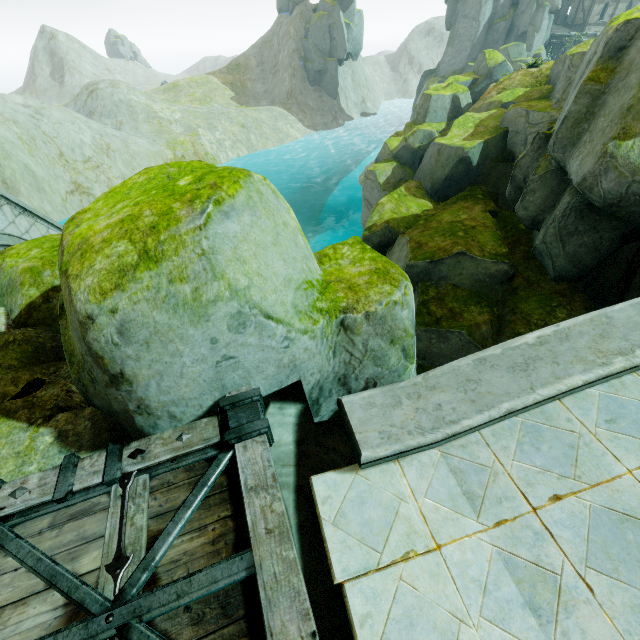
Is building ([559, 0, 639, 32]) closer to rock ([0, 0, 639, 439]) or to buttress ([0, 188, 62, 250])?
rock ([0, 0, 639, 439])

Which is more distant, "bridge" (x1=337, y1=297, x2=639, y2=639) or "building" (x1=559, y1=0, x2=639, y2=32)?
"building" (x1=559, y1=0, x2=639, y2=32)

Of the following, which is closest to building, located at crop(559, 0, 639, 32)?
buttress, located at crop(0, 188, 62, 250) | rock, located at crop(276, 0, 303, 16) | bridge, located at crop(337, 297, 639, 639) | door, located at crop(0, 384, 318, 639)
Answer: rock, located at crop(276, 0, 303, 16)

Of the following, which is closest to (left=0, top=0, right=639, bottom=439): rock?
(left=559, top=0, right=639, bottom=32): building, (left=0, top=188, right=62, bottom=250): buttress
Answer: (left=0, top=188, right=62, bottom=250): buttress

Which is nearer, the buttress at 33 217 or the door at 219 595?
the door at 219 595

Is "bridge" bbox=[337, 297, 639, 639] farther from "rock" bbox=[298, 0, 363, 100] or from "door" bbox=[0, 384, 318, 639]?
"door" bbox=[0, 384, 318, 639]

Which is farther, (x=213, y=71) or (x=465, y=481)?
(x=213, y=71)

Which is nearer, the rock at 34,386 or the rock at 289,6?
the rock at 34,386
